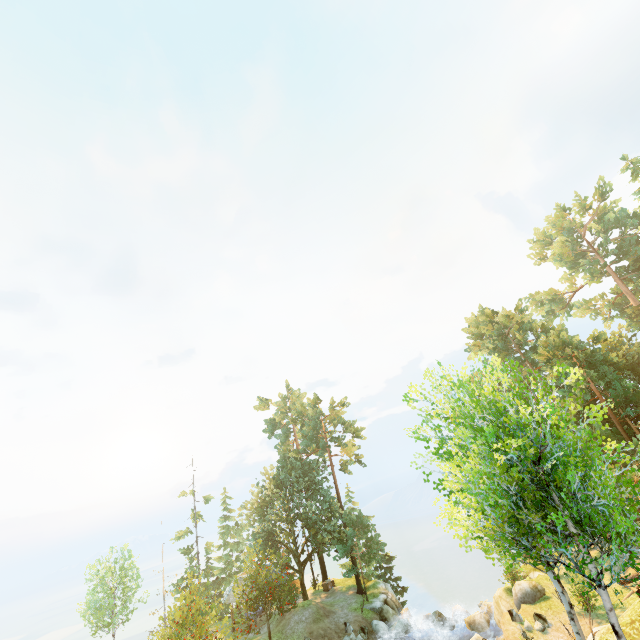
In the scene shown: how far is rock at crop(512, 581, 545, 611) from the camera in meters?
22.1

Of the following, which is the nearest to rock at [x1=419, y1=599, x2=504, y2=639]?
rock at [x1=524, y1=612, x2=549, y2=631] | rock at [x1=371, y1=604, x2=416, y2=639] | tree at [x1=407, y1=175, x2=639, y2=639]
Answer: rock at [x1=371, y1=604, x2=416, y2=639]

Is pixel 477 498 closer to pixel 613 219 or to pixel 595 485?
pixel 595 485

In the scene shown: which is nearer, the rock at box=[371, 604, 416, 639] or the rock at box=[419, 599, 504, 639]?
the rock at box=[419, 599, 504, 639]

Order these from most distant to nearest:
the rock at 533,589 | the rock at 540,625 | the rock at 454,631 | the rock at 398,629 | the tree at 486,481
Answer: the rock at 398,629 → the rock at 454,631 → the rock at 533,589 → the rock at 540,625 → the tree at 486,481

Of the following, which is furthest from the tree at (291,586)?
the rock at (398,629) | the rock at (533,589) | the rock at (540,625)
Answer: the rock at (540,625)

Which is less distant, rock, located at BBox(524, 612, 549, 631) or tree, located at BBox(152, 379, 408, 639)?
rock, located at BBox(524, 612, 549, 631)

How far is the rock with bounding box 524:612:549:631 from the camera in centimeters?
1905cm
